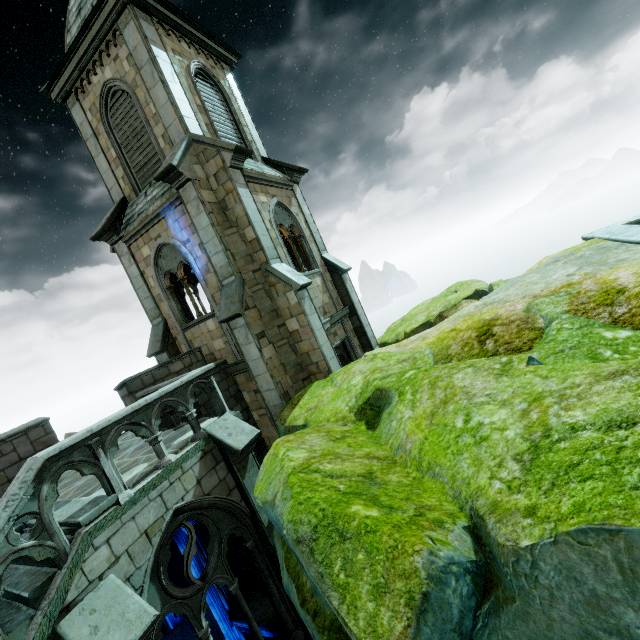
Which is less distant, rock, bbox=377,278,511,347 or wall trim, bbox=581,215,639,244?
wall trim, bbox=581,215,639,244

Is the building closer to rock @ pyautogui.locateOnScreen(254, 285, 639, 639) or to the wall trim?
rock @ pyautogui.locateOnScreen(254, 285, 639, 639)

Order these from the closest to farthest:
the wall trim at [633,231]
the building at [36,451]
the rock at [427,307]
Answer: the building at [36,451]
the wall trim at [633,231]
the rock at [427,307]

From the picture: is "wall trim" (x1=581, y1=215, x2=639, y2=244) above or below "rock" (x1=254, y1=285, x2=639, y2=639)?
above

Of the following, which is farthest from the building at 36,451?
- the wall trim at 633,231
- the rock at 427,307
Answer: the wall trim at 633,231

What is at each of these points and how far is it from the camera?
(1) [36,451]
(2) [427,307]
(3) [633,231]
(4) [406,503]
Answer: (1) building, 9.2 meters
(2) rock, 15.9 meters
(3) wall trim, 7.3 meters
(4) rock, 3.3 meters

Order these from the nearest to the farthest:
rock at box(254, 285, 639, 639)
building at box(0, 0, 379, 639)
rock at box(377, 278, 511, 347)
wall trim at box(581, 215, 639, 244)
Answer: rock at box(254, 285, 639, 639) → building at box(0, 0, 379, 639) → wall trim at box(581, 215, 639, 244) → rock at box(377, 278, 511, 347)
